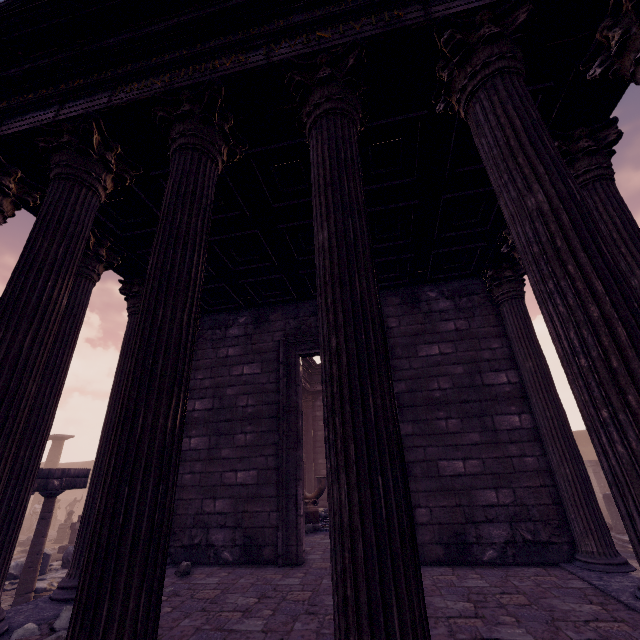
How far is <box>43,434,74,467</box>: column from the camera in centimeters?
2433cm

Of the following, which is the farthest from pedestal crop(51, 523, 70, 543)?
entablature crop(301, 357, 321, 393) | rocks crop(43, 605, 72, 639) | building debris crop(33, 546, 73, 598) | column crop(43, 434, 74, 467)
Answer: rocks crop(43, 605, 72, 639)

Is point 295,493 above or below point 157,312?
below

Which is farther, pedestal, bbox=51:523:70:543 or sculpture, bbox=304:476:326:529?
pedestal, bbox=51:523:70:543

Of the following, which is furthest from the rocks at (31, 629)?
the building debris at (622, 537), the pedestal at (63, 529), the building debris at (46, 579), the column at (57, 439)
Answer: the column at (57, 439)

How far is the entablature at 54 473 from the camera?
8.4 meters

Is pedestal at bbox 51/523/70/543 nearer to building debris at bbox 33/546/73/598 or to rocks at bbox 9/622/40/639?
building debris at bbox 33/546/73/598

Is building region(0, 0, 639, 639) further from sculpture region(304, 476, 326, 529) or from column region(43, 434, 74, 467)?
column region(43, 434, 74, 467)
